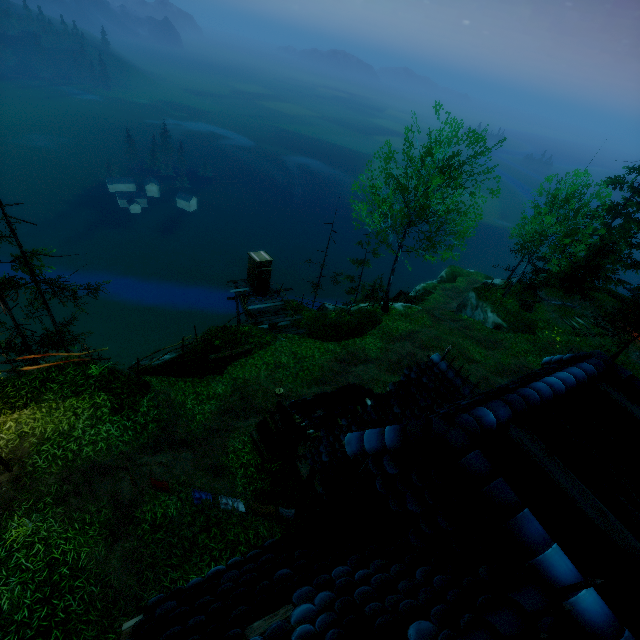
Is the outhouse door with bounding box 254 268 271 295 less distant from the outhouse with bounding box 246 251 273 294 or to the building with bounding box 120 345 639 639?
the outhouse with bounding box 246 251 273 294

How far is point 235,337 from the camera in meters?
17.1 m

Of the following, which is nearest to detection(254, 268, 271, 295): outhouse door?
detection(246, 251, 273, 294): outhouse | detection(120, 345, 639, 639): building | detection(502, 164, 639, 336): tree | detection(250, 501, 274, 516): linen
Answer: detection(246, 251, 273, 294): outhouse

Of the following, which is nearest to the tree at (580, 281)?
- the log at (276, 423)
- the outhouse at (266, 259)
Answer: the outhouse at (266, 259)

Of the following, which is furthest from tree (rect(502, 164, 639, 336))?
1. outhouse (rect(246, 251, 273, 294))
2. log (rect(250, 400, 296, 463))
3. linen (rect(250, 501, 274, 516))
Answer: linen (rect(250, 501, 274, 516))

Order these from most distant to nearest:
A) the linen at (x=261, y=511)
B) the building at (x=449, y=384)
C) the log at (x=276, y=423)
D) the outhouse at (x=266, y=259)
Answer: the outhouse at (x=266, y=259) → the log at (x=276, y=423) → the linen at (x=261, y=511) → the building at (x=449, y=384)

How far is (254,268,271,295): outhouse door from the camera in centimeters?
2045cm

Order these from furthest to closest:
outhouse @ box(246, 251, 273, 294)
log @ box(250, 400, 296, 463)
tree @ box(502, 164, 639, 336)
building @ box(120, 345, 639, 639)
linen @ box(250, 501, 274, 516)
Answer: tree @ box(502, 164, 639, 336) → outhouse @ box(246, 251, 273, 294) → log @ box(250, 400, 296, 463) → linen @ box(250, 501, 274, 516) → building @ box(120, 345, 639, 639)
